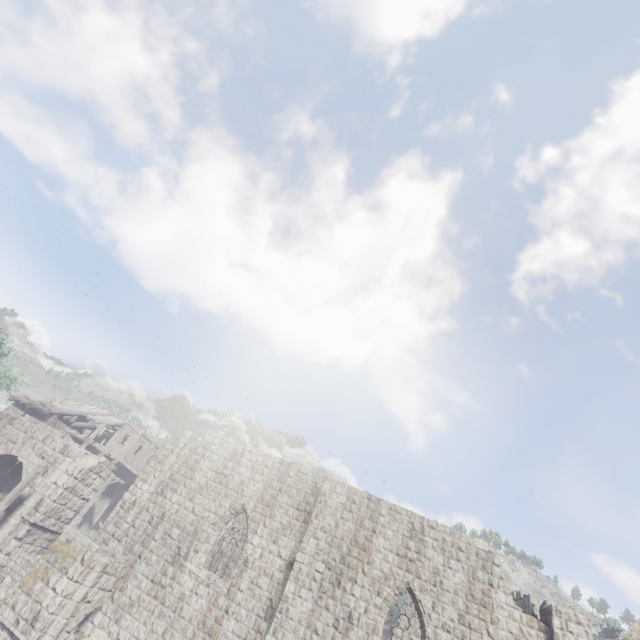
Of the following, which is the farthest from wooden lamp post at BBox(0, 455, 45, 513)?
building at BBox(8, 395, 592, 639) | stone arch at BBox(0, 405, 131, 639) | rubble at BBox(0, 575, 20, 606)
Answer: building at BBox(8, 395, 592, 639)

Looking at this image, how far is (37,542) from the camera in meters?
16.5 m

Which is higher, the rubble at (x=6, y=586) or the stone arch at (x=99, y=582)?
the stone arch at (x=99, y=582)

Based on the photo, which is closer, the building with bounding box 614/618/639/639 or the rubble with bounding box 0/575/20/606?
the building with bounding box 614/618/639/639

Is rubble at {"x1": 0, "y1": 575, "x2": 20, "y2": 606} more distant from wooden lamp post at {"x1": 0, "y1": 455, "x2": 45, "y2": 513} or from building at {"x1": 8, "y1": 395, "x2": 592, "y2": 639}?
wooden lamp post at {"x1": 0, "y1": 455, "x2": 45, "y2": 513}

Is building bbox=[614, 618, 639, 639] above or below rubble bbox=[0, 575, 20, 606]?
above

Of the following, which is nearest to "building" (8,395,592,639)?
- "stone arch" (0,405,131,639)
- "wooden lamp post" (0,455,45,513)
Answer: "stone arch" (0,405,131,639)

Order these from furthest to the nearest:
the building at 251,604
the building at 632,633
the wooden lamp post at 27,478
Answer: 1. the wooden lamp post at 27,478
2. the building at 251,604
3. the building at 632,633
